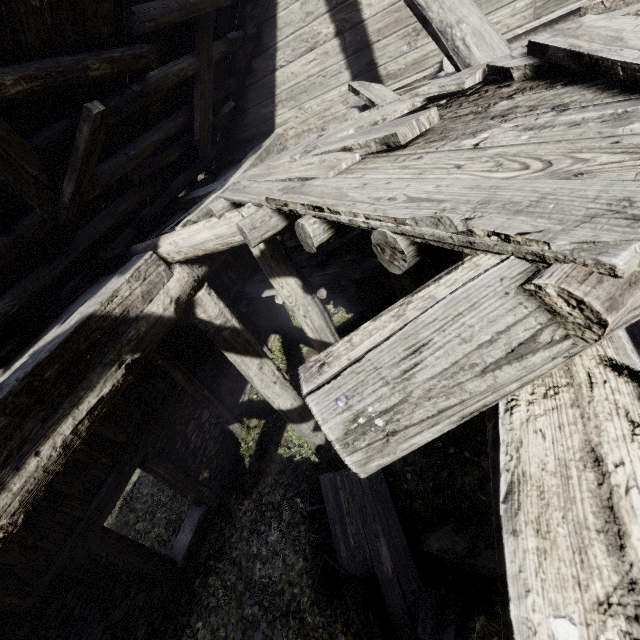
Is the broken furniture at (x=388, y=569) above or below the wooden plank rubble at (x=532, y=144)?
below

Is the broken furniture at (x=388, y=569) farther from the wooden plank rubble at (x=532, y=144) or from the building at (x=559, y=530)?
the wooden plank rubble at (x=532, y=144)

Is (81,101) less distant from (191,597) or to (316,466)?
(316,466)

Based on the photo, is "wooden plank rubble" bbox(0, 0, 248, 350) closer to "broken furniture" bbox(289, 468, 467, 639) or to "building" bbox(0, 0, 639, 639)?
"building" bbox(0, 0, 639, 639)

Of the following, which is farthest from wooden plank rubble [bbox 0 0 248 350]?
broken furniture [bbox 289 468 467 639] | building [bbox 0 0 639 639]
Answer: broken furniture [bbox 289 468 467 639]

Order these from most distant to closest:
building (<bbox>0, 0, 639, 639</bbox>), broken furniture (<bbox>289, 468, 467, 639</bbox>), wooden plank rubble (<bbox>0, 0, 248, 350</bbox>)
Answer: broken furniture (<bbox>289, 468, 467, 639</bbox>), wooden plank rubble (<bbox>0, 0, 248, 350</bbox>), building (<bbox>0, 0, 639, 639</bbox>)
